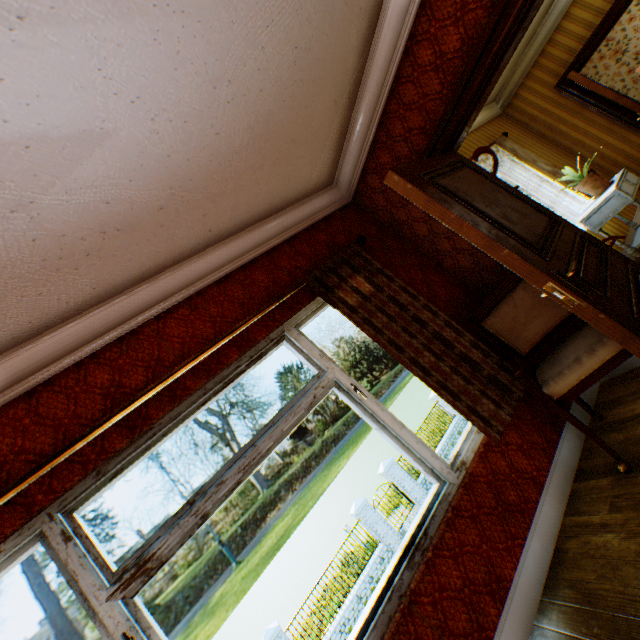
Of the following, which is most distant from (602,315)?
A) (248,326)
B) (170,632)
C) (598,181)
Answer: (170,632)

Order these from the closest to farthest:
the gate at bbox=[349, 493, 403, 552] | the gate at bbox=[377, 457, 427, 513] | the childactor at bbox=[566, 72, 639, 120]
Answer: the childactor at bbox=[566, 72, 639, 120], the gate at bbox=[349, 493, 403, 552], the gate at bbox=[377, 457, 427, 513]

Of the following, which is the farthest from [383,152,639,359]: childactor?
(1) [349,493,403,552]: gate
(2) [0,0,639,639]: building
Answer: (1) [349,493,403,552]: gate

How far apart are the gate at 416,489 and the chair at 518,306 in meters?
14.7 m

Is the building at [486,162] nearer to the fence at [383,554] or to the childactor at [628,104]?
the childactor at [628,104]

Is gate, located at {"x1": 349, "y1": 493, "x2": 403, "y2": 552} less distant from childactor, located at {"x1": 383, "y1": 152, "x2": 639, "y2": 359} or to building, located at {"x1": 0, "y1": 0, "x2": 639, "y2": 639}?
building, located at {"x1": 0, "y1": 0, "x2": 639, "y2": 639}

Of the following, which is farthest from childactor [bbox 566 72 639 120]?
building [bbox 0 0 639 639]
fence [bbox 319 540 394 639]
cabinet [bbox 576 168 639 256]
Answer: fence [bbox 319 540 394 639]

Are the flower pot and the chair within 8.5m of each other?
yes
